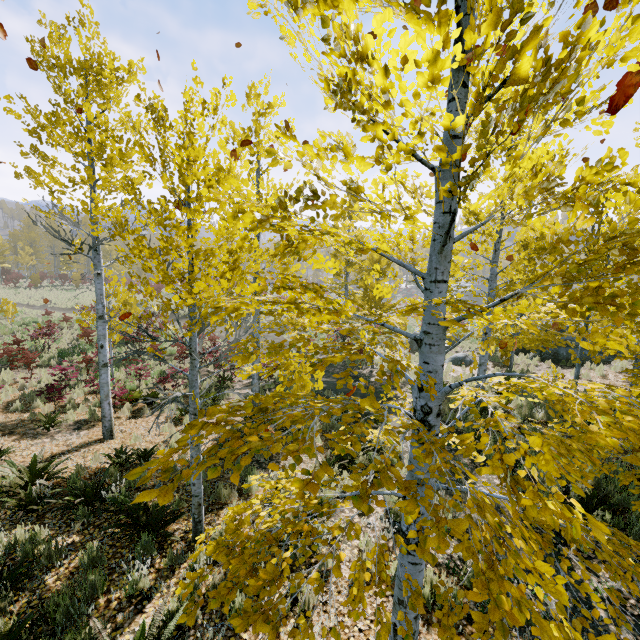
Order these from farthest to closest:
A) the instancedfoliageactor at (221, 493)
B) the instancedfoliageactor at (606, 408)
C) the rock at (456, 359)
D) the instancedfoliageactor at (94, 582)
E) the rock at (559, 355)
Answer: the rock at (456, 359), the rock at (559, 355), the instancedfoliageactor at (221, 493), the instancedfoliageactor at (94, 582), the instancedfoliageactor at (606, 408)

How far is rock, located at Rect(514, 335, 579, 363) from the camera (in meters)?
15.69

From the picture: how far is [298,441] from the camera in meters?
2.5

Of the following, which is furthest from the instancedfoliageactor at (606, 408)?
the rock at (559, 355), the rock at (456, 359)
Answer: the rock at (559, 355)

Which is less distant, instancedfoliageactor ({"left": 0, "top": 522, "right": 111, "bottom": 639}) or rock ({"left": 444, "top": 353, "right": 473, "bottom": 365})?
instancedfoliageactor ({"left": 0, "top": 522, "right": 111, "bottom": 639})

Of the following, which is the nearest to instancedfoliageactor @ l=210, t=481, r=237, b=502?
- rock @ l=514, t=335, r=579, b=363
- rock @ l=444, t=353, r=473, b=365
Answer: rock @ l=444, t=353, r=473, b=365

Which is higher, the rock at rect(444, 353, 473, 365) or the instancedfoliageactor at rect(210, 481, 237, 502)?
the instancedfoliageactor at rect(210, 481, 237, 502)
